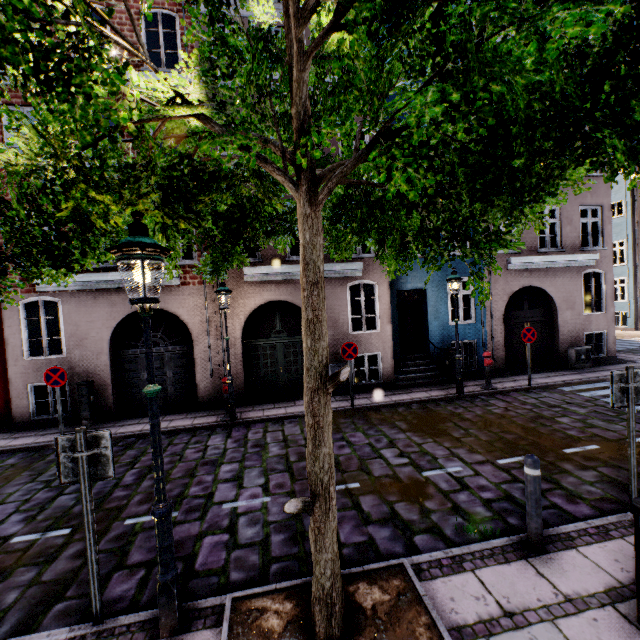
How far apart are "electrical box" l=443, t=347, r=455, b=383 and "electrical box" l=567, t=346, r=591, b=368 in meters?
5.1

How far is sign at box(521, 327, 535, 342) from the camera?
10.52m

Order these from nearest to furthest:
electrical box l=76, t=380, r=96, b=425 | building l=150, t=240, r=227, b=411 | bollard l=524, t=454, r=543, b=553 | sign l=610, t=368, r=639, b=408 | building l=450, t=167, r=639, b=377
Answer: bollard l=524, t=454, r=543, b=553 → sign l=610, t=368, r=639, b=408 → electrical box l=76, t=380, r=96, b=425 → building l=150, t=240, r=227, b=411 → building l=450, t=167, r=639, b=377

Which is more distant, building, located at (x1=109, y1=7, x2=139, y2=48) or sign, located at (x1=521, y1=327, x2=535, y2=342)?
sign, located at (x1=521, y1=327, x2=535, y2=342)

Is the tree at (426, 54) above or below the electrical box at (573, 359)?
above

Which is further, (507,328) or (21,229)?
(507,328)

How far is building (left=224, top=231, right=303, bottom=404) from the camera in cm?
1053

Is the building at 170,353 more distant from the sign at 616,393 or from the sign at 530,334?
the sign at 616,393
